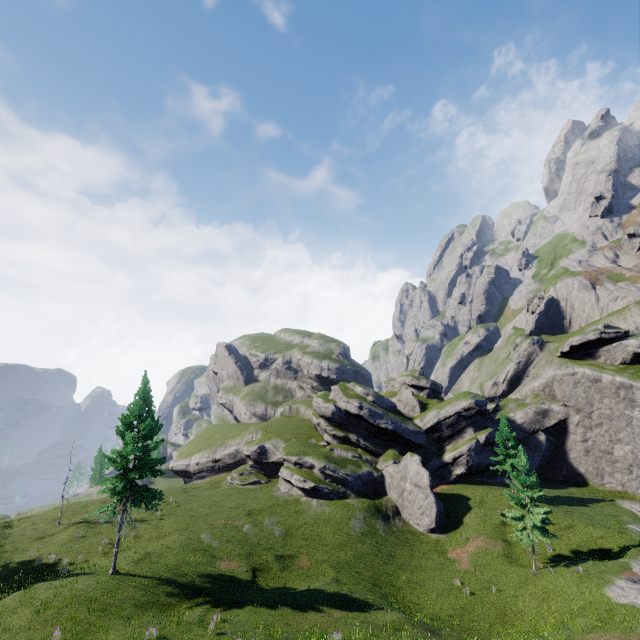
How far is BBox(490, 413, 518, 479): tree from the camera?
42.1m

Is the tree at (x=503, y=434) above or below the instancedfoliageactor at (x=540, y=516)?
above

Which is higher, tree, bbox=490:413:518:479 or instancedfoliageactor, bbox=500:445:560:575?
tree, bbox=490:413:518:479

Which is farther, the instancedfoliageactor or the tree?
the tree

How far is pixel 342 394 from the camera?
52.5m

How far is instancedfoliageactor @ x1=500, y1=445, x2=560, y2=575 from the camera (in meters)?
29.55

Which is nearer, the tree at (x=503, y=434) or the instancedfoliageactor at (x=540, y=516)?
the instancedfoliageactor at (x=540, y=516)
